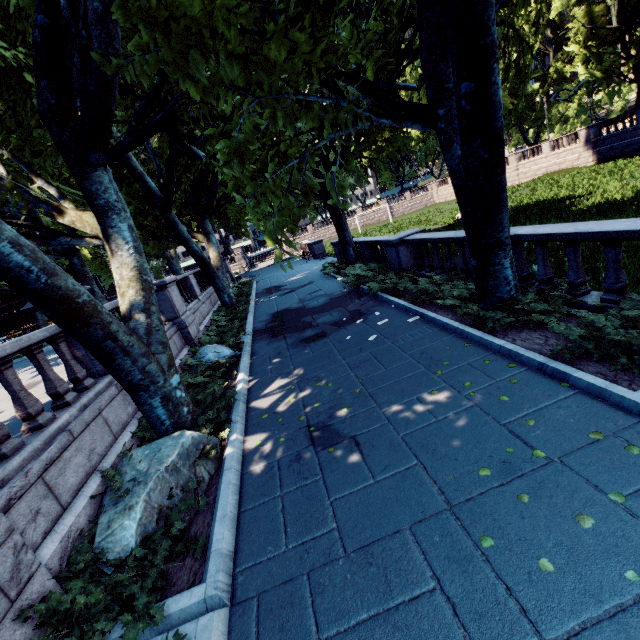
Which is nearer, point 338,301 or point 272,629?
point 272,629

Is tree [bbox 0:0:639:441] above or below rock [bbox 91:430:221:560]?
above

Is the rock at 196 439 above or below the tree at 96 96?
below

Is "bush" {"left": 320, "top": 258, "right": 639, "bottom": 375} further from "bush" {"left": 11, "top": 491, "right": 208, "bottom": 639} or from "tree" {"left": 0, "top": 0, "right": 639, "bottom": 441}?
"bush" {"left": 11, "top": 491, "right": 208, "bottom": 639}

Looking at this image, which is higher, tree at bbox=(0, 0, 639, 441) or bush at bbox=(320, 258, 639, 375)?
tree at bbox=(0, 0, 639, 441)

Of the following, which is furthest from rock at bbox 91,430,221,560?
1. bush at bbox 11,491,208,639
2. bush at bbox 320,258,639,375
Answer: bush at bbox 320,258,639,375

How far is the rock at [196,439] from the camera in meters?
3.9
